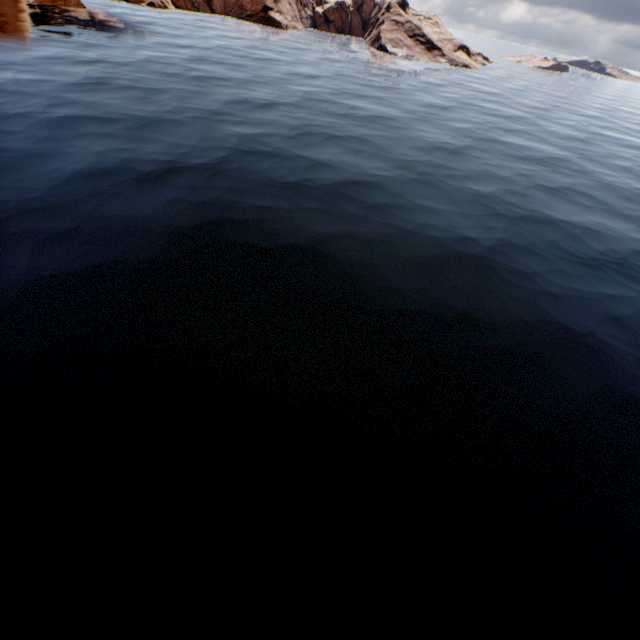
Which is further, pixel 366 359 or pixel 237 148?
pixel 237 148
